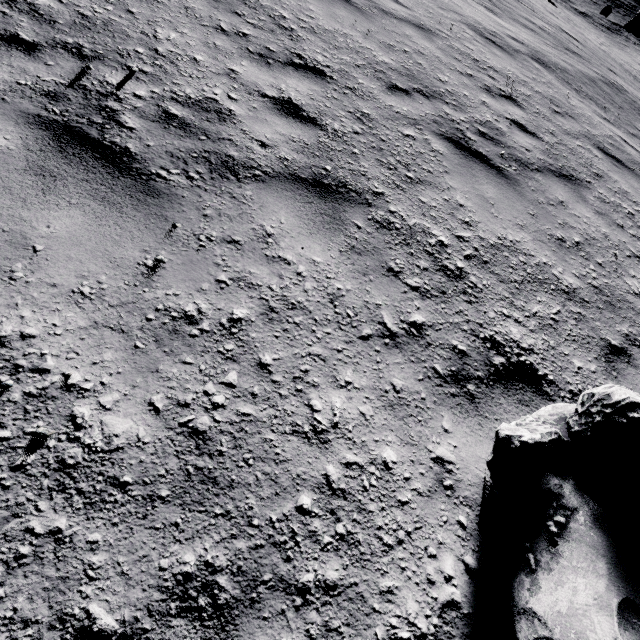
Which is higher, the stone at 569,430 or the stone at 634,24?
the stone at 569,430

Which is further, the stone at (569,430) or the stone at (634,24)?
the stone at (634,24)

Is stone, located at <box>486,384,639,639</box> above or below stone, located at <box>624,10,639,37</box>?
above

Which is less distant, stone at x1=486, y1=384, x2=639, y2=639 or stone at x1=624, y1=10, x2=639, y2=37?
stone at x1=486, y1=384, x2=639, y2=639

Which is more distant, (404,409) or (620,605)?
(404,409)
